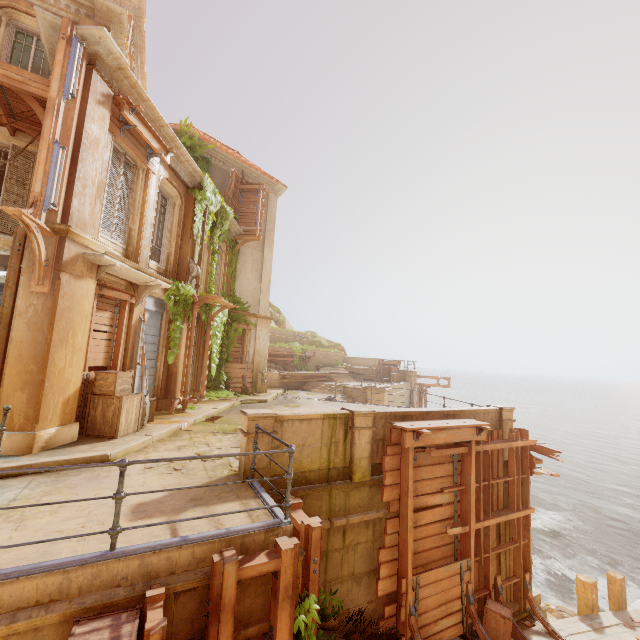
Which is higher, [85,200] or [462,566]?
[85,200]

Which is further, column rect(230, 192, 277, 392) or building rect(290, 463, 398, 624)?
column rect(230, 192, 277, 392)

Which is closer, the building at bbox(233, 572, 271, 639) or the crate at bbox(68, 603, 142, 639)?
the crate at bbox(68, 603, 142, 639)

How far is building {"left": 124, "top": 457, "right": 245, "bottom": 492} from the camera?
5.4m

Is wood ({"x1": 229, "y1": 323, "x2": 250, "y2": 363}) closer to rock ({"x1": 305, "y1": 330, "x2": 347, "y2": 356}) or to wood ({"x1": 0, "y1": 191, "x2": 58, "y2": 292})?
wood ({"x1": 0, "y1": 191, "x2": 58, "y2": 292})

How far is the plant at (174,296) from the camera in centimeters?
1140cm

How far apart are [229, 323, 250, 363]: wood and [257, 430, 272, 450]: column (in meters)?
11.26

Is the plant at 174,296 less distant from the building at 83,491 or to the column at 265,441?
the building at 83,491
